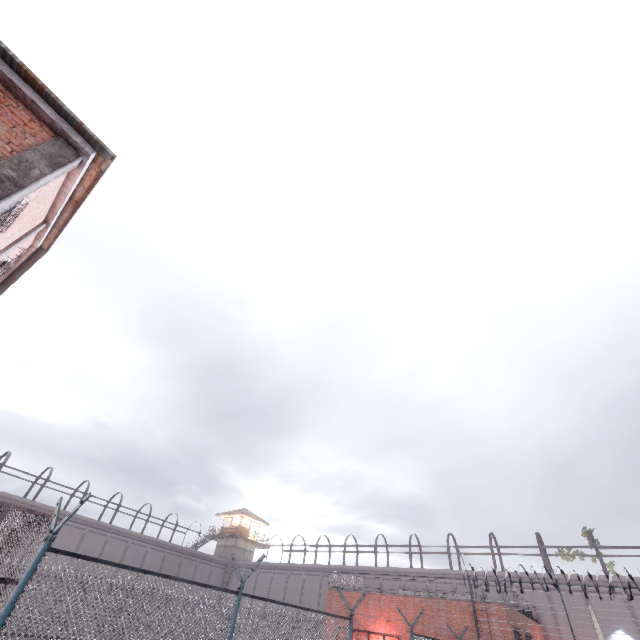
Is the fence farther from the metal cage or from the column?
the metal cage

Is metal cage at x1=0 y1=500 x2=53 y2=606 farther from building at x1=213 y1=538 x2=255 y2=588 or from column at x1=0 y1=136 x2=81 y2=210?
column at x1=0 y1=136 x2=81 y2=210

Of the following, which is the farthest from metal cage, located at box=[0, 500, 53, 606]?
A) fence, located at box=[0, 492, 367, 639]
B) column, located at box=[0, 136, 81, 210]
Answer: column, located at box=[0, 136, 81, 210]

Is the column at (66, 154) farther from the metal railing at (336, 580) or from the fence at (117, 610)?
the metal railing at (336, 580)

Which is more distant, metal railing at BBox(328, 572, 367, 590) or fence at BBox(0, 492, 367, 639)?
metal railing at BBox(328, 572, 367, 590)

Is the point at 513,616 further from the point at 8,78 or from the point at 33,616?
the point at 8,78

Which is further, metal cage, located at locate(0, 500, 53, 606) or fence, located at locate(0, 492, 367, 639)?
metal cage, located at locate(0, 500, 53, 606)

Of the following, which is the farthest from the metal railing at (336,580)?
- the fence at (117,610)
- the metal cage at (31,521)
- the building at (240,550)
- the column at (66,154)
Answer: the column at (66,154)
